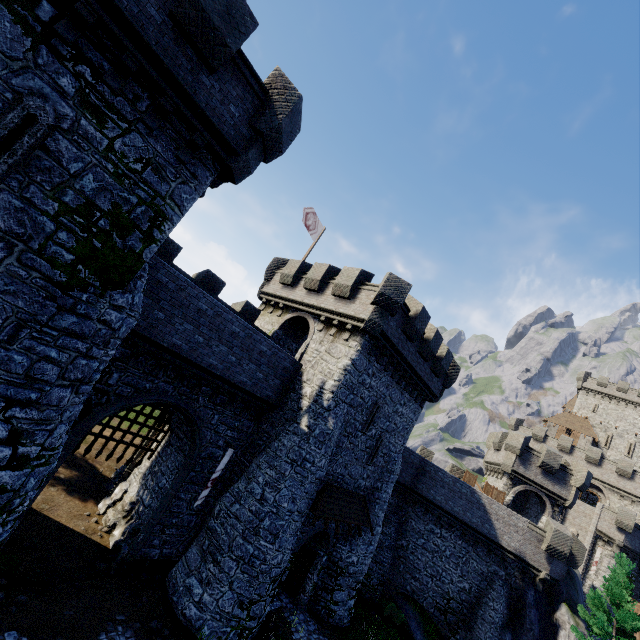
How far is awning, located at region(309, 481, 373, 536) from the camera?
15.4 meters

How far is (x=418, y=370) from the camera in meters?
19.8

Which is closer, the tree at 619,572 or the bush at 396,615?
the tree at 619,572

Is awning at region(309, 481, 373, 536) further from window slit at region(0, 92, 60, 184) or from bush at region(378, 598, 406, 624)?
window slit at region(0, 92, 60, 184)

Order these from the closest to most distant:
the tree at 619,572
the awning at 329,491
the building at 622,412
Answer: the awning at 329,491 < the tree at 619,572 < the building at 622,412

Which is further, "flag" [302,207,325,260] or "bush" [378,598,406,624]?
"flag" [302,207,325,260]

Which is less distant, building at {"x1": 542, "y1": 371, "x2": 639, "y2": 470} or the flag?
the flag

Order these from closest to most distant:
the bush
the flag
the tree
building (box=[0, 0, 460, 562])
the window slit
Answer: the window slit
building (box=[0, 0, 460, 562])
the tree
the bush
the flag
